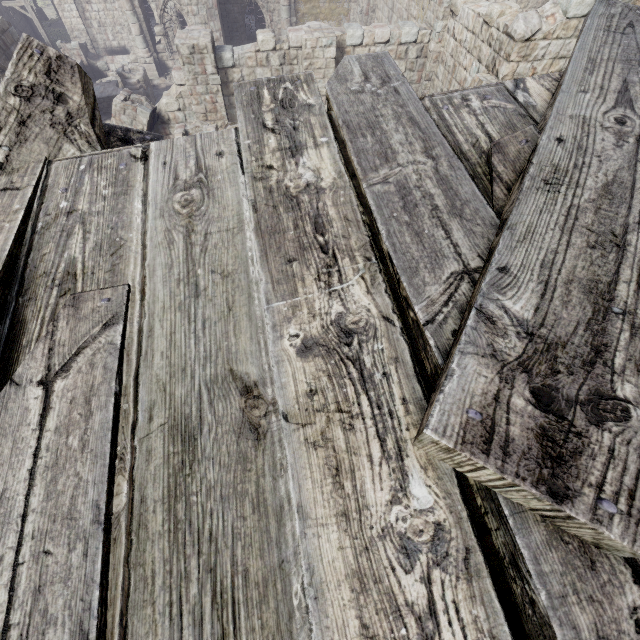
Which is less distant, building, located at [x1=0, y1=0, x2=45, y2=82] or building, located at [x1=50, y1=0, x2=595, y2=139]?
building, located at [x1=50, y1=0, x2=595, y2=139]

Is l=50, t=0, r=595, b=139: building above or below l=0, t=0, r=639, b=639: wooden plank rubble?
below

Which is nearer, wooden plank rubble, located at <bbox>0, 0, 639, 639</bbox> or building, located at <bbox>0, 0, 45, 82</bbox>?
wooden plank rubble, located at <bbox>0, 0, 639, 639</bbox>

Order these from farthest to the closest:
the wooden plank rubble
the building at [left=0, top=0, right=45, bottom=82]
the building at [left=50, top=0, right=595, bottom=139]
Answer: the building at [left=0, top=0, right=45, bottom=82], the building at [left=50, top=0, right=595, bottom=139], the wooden plank rubble

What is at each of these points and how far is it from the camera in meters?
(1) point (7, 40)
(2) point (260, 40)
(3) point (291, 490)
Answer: (1) building, 15.7
(2) building, 12.1
(3) wooden plank rubble, 1.1

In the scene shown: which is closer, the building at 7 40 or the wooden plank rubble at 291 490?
the wooden plank rubble at 291 490

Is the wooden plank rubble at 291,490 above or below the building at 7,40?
above
